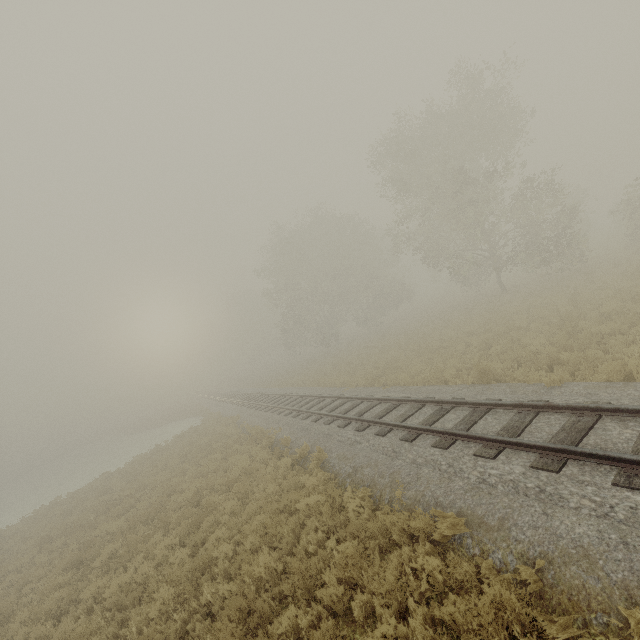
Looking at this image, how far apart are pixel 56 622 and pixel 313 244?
38.1 meters
